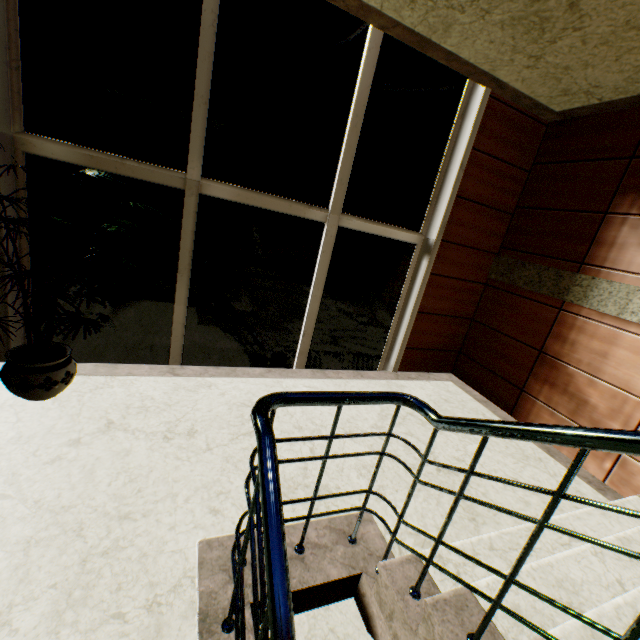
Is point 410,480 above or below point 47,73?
below

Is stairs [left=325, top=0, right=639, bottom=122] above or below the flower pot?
→ above

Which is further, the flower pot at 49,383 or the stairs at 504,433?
the flower pot at 49,383

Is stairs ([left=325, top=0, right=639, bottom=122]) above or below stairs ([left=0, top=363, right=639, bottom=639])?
above

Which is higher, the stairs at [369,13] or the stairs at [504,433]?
the stairs at [369,13]

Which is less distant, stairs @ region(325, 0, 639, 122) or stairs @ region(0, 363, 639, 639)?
stairs @ region(0, 363, 639, 639)

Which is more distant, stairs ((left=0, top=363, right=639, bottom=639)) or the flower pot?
the flower pot
